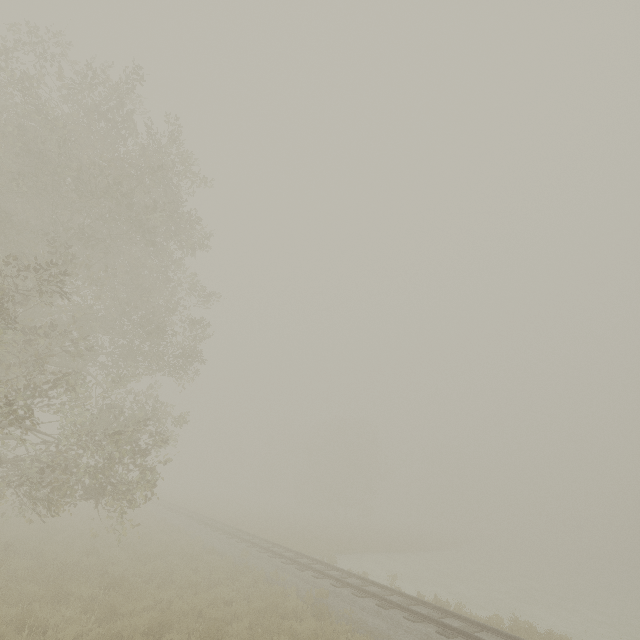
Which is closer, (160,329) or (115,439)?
(115,439)
